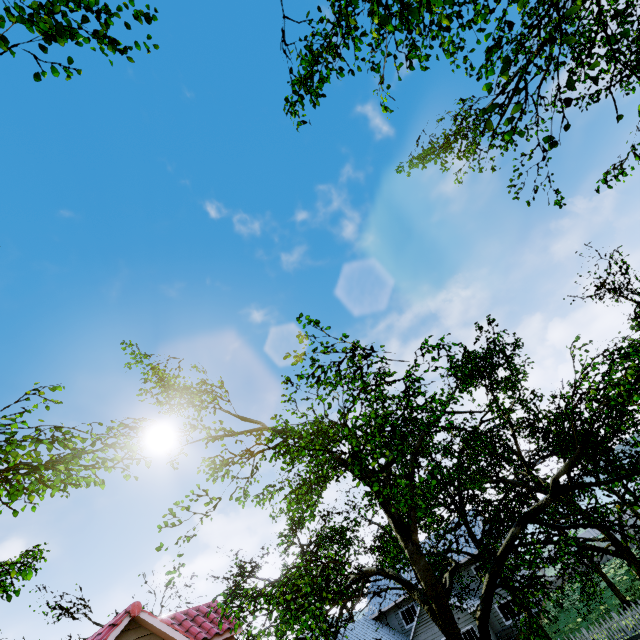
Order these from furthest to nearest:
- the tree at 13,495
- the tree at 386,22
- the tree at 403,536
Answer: the tree at 13,495 < the tree at 403,536 < the tree at 386,22

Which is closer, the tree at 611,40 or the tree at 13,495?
the tree at 611,40

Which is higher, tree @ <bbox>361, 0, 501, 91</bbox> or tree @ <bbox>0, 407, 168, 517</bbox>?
tree @ <bbox>0, 407, 168, 517</bbox>

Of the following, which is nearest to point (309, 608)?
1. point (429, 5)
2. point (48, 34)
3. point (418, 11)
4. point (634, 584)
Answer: point (429, 5)

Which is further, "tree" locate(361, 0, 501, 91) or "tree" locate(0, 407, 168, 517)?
"tree" locate(0, 407, 168, 517)
